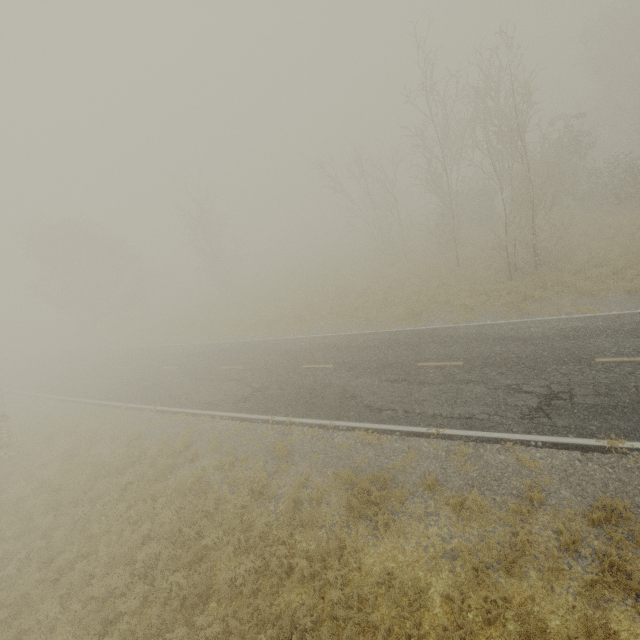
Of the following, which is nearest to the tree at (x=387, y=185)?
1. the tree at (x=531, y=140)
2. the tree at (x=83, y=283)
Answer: the tree at (x=83, y=283)

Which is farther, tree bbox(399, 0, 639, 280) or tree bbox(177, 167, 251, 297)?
tree bbox(177, 167, 251, 297)

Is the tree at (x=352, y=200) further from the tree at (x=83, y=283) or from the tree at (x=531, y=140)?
the tree at (x=531, y=140)

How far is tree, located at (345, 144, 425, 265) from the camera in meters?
26.8 m

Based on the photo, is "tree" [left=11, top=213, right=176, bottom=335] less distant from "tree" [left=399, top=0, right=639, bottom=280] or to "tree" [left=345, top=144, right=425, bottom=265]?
"tree" [left=345, top=144, right=425, bottom=265]

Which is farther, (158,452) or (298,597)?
(158,452)
